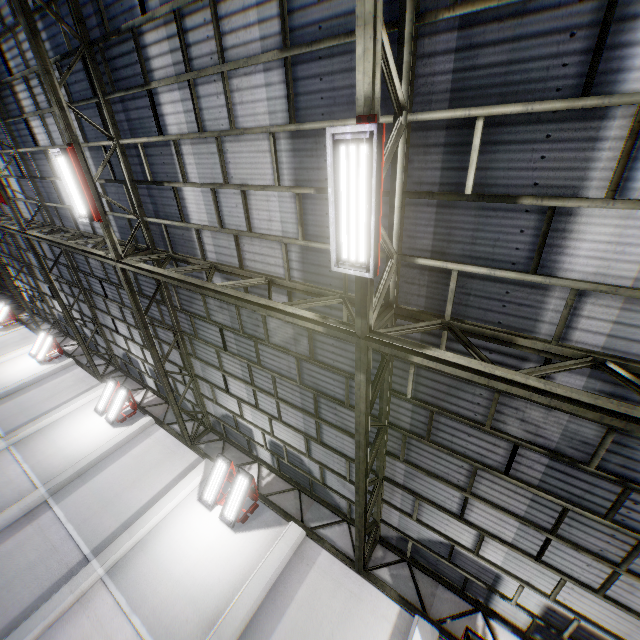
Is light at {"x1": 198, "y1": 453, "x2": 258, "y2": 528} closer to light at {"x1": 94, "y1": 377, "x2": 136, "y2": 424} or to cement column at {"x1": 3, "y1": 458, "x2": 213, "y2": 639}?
cement column at {"x1": 3, "y1": 458, "x2": 213, "y2": 639}

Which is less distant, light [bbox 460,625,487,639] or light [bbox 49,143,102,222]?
light [bbox 460,625,487,639]

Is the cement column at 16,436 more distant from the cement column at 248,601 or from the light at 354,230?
the light at 354,230

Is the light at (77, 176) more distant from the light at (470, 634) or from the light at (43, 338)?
the light at (43, 338)

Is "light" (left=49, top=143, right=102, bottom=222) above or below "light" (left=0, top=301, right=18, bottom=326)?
below

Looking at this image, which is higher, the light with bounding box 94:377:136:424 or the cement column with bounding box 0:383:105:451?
the light with bounding box 94:377:136:424

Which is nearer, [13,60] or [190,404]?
[13,60]

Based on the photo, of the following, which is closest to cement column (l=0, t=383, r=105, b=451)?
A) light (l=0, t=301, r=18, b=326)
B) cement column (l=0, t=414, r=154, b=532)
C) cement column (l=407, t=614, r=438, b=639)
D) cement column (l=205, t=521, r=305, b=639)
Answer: cement column (l=0, t=414, r=154, b=532)
